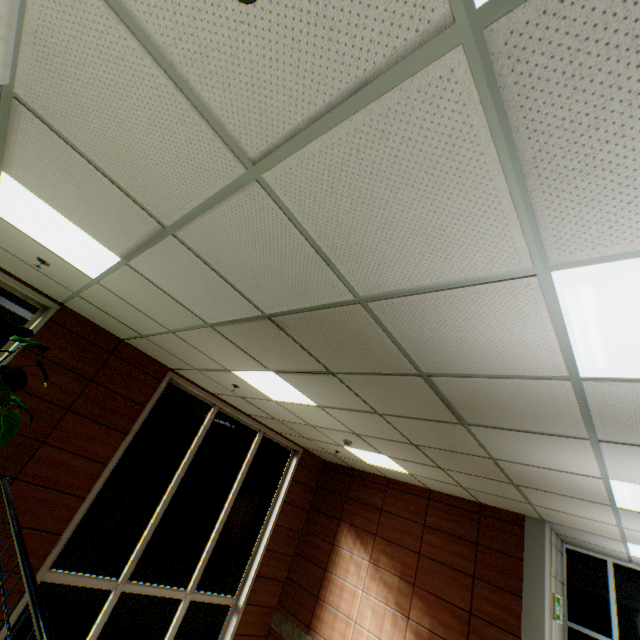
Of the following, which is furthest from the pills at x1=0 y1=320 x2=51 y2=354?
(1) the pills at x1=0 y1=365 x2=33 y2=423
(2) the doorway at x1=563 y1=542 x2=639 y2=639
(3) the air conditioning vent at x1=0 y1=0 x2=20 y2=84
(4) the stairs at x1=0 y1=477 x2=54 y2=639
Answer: (2) the doorway at x1=563 y1=542 x2=639 y2=639

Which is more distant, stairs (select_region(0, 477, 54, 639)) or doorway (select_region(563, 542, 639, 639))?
doorway (select_region(563, 542, 639, 639))

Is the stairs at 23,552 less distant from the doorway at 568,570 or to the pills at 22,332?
the doorway at 568,570

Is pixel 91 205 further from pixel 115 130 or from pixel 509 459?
pixel 509 459

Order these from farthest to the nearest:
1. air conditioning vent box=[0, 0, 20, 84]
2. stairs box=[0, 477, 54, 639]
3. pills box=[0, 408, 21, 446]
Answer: pills box=[0, 408, 21, 446] → stairs box=[0, 477, 54, 639] → air conditioning vent box=[0, 0, 20, 84]

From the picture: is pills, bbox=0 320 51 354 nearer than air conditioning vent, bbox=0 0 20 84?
No

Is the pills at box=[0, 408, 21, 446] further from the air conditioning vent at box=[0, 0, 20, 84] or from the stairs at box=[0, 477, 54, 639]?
the air conditioning vent at box=[0, 0, 20, 84]

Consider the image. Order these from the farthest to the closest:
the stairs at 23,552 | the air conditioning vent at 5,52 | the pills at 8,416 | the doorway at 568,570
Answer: the doorway at 568,570
the pills at 8,416
the stairs at 23,552
the air conditioning vent at 5,52
